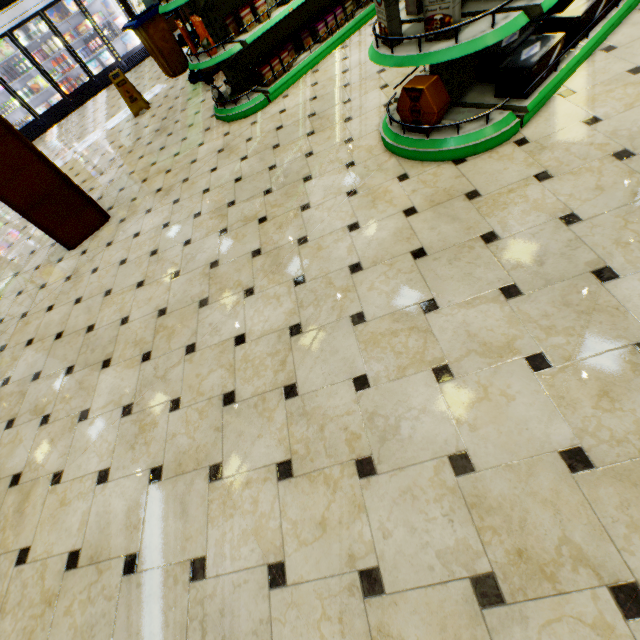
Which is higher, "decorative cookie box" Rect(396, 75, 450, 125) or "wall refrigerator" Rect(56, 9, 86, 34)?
"wall refrigerator" Rect(56, 9, 86, 34)

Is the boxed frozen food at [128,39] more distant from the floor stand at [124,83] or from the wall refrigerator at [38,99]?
the floor stand at [124,83]

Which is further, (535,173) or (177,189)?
(177,189)

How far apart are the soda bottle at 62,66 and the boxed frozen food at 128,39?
1.4m

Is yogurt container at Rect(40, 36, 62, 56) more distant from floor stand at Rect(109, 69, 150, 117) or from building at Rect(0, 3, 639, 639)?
floor stand at Rect(109, 69, 150, 117)

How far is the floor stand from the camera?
6.4m

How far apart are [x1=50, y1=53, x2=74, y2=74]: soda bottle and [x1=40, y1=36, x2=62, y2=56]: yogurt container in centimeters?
8cm

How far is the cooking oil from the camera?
3.9 meters
